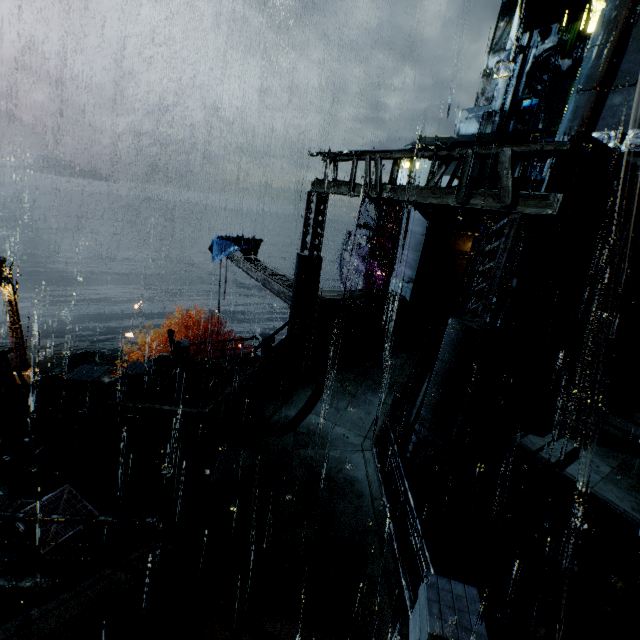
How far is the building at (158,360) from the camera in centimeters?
1688cm

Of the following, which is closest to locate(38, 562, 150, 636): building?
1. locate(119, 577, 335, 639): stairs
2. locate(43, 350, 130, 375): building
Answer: locate(119, 577, 335, 639): stairs

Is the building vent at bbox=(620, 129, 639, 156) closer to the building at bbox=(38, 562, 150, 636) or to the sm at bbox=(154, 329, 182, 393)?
the building at bbox=(38, 562, 150, 636)

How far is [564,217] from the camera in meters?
6.3

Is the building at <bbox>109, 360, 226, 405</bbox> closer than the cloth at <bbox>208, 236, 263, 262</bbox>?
Yes

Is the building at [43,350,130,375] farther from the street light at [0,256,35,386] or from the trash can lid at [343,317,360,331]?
the trash can lid at [343,317,360,331]

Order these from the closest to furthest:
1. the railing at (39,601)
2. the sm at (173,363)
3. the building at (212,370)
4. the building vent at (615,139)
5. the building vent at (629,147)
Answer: the railing at (39,601) → the building at (212,370) → the sm at (173,363) → the building vent at (629,147) → the building vent at (615,139)

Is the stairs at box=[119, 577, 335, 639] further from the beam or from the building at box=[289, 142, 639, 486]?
the beam
